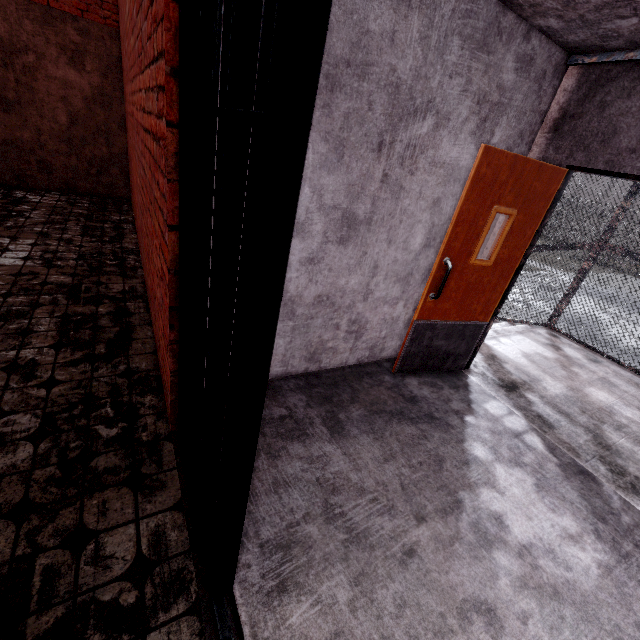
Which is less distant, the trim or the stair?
the stair

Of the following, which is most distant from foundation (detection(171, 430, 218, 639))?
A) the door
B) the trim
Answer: the trim

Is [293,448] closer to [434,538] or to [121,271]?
[434,538]

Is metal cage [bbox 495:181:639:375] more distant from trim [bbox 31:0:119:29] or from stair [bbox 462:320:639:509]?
trim [bbox 31:0:119:29]

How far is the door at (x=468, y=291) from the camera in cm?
259

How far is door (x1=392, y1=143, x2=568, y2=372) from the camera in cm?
259

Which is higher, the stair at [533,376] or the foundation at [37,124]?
the foundation at [37,124]

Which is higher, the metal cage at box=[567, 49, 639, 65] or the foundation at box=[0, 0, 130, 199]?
the metal cage at box=[567, 49, 639, 65]
